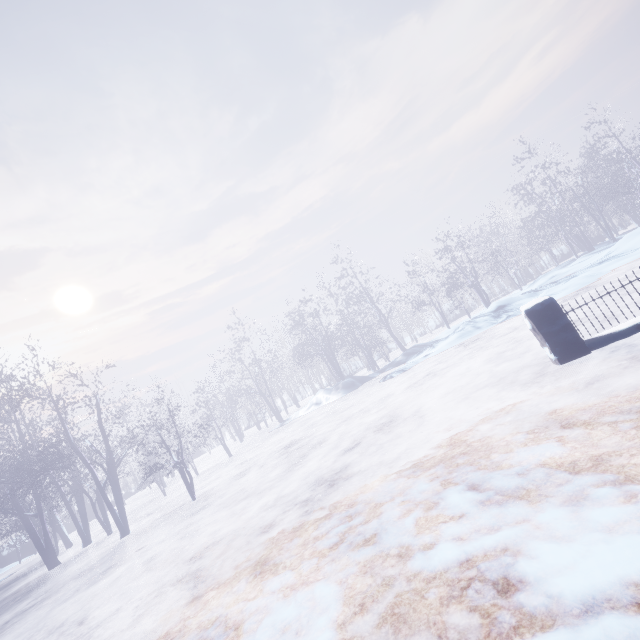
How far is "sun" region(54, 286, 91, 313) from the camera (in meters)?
45.72

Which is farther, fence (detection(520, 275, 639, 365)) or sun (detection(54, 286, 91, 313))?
sun (detection(54, 286, 91, 313))

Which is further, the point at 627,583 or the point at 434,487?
the point at 434,487

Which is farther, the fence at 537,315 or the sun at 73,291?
the sun at 73,291

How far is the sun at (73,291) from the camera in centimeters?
4572cm

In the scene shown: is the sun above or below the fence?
above
